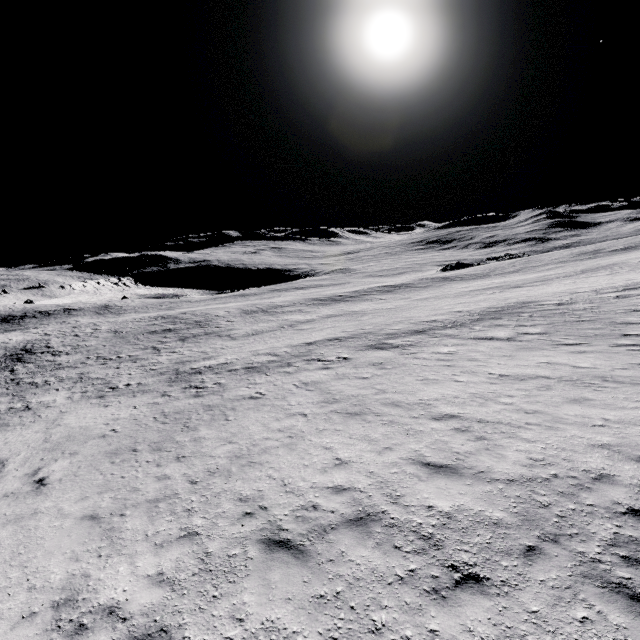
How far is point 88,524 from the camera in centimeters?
840cm
